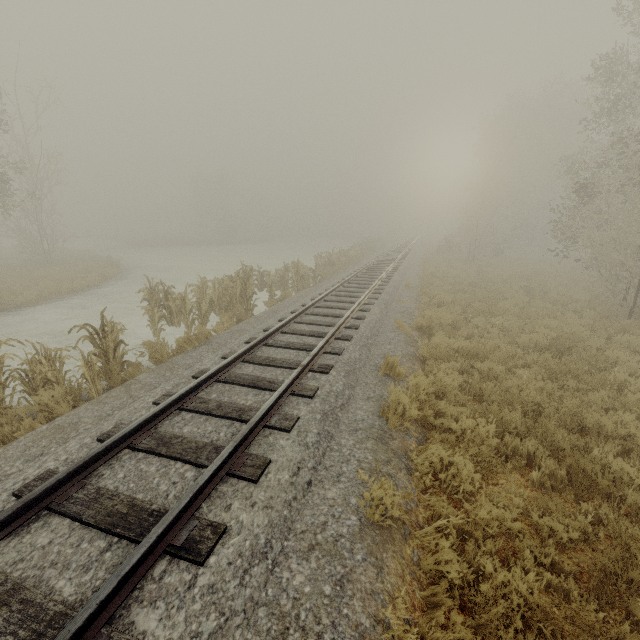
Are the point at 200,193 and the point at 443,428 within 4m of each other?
no

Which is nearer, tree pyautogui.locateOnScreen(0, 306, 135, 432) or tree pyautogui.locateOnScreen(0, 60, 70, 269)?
tree pyautogui.locateOnScreen(0, 306, 135, 432)

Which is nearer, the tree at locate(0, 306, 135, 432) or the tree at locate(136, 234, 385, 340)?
the tree at locate(0, 306, 135, 432)

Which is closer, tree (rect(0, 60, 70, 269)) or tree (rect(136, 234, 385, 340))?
tree (rect(136, 234, 385, 340))

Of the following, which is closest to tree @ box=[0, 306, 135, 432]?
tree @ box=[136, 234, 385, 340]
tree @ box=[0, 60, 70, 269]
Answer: tree @ box=[136, 234, 385, 340]

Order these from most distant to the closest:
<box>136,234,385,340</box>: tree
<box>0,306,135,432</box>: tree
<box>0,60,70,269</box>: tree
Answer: <box>0,60,70,269</box>: tree < <box>136,234,385,340</box>: tree < <box>0,306,135,432</box>: tree

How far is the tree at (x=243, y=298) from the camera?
10.73m

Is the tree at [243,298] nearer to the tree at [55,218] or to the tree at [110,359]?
the tree at [110,359]
